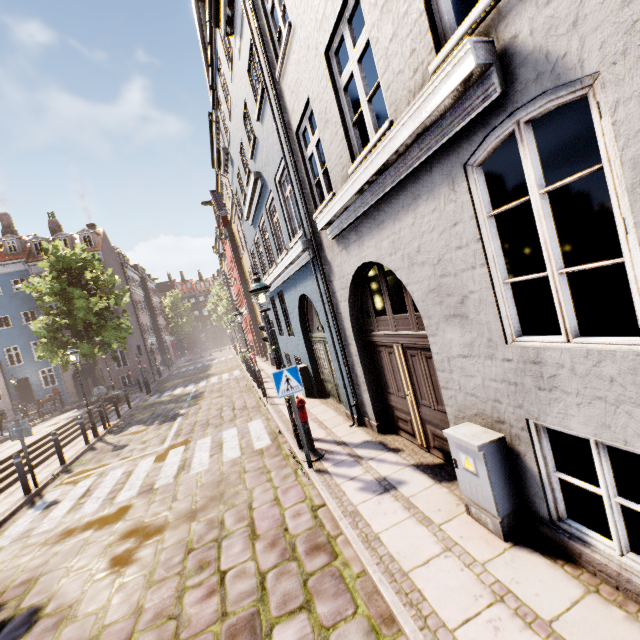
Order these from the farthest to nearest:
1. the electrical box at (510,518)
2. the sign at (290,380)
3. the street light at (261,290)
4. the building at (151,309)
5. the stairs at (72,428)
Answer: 1. the building at (151,309)
2. the stairs at (72,428)
3. the street light at (261,290)
4. the sign at (290,380)
5. the electrical box at (510,518)

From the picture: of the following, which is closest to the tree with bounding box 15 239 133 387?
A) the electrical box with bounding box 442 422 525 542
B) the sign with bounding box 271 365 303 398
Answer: the sign with bounding box 271 365 303 398

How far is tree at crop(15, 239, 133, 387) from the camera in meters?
19.1 m

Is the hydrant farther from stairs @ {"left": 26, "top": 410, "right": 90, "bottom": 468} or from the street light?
stairs @ {"left": 26, "top": 410, "right": 90, "bottom": 468}

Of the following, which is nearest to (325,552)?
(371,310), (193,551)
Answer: (193,551)

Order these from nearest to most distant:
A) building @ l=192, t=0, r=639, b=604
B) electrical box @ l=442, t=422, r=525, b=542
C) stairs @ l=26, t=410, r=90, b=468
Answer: building @ l=192, t=0, r=639, b=604 < electrical box @ l=442, t=422, r=525, b=542 < stairs @ l=26, t=410, r=90, b=468

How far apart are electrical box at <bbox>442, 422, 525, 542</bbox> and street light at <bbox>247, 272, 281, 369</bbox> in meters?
4.2 m

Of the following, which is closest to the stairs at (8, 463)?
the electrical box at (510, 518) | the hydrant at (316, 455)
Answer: the hydrant at (316, 455)
